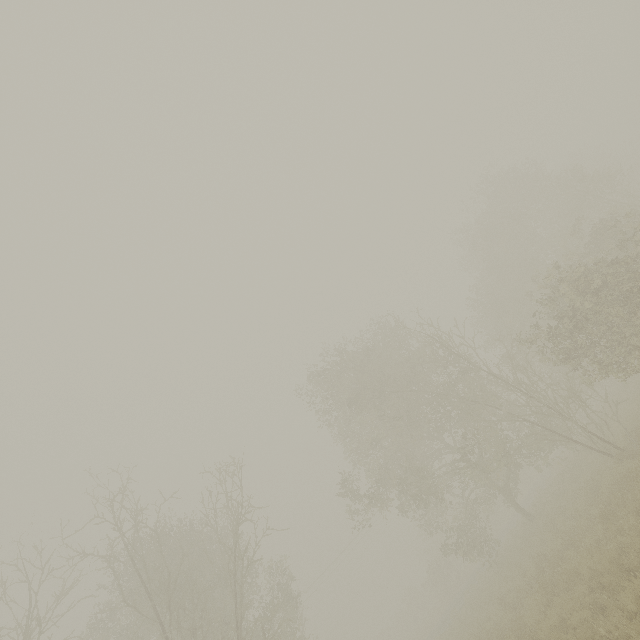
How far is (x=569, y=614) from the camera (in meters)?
7.38
